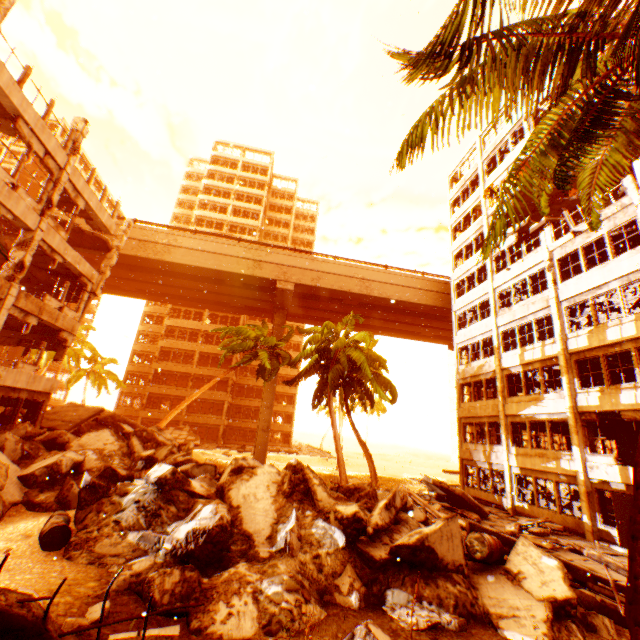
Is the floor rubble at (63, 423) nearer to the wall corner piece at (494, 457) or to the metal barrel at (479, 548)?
the metal barrel at (479, 548)

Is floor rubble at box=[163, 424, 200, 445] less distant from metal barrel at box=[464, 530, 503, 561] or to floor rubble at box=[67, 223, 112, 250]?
floor rubble at box=[67, 223, 112, 250]

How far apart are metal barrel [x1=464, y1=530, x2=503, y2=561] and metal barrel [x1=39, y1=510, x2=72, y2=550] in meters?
9.0 m

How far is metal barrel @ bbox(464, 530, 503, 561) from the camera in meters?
7.3 m

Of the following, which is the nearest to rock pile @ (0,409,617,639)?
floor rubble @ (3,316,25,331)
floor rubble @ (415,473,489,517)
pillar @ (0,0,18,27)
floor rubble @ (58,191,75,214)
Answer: pillar @ (0,0,18,27)

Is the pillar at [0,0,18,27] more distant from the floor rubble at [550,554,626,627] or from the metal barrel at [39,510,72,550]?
the floor rubble at [550,554,626,627]

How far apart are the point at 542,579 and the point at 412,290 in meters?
26.8

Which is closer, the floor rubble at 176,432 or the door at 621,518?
the door at 621,518
